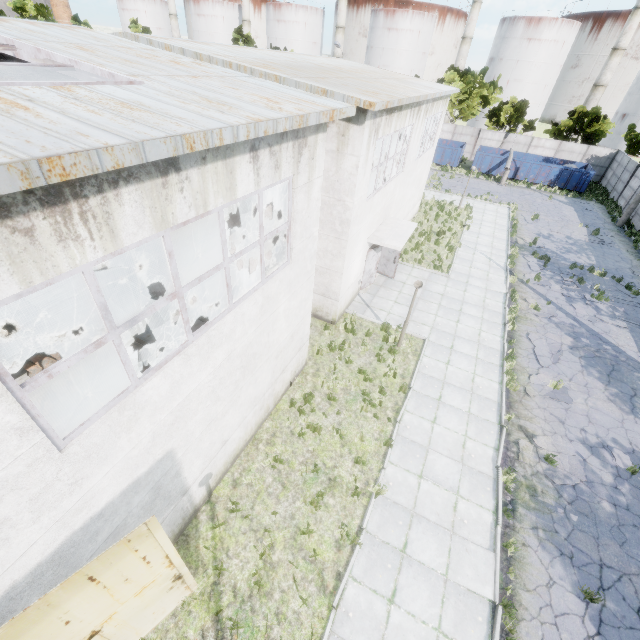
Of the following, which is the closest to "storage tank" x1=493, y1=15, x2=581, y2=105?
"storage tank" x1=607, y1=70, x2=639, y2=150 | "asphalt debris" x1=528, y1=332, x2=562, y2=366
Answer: "storage tank" x1=607, y1=70, x2=639, y2=150

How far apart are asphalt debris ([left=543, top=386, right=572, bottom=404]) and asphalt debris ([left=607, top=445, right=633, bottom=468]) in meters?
1.5 m

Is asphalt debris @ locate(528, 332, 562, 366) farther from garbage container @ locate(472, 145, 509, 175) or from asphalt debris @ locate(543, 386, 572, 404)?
garbage container @ locate(472, 145, 509, 175)

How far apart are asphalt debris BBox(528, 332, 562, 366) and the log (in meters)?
15.18

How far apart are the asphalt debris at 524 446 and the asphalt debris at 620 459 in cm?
108

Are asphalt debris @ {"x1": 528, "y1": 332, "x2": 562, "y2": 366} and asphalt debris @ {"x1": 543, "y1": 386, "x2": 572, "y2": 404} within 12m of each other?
yes

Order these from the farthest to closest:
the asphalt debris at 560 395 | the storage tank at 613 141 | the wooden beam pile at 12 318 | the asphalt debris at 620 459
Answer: the storage tank at 613 141 < the asphalt debris at 560 395 < the wooden beam pile at 12 318 < the asphalt debris at 620 459

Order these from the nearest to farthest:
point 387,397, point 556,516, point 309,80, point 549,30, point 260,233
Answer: point 260,233, point 556,516, point 309,80, point 387,397, point 549,30
